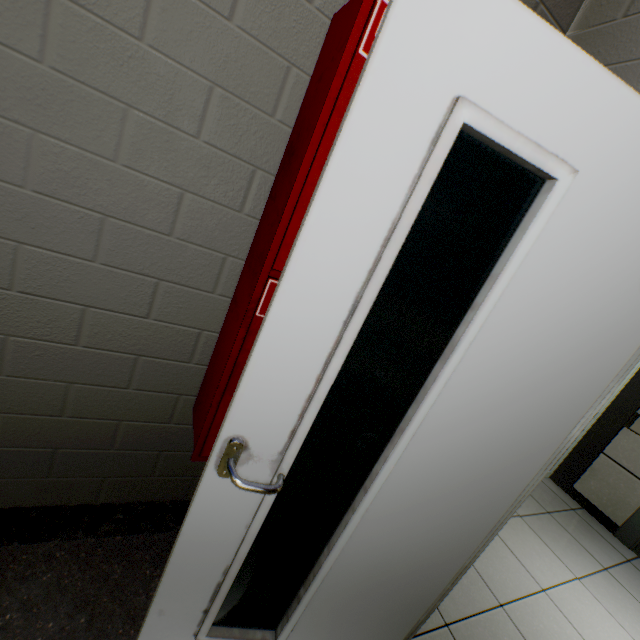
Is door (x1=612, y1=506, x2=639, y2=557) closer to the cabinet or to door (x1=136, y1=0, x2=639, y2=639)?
door (x1=136, y1=0, x2=639, y2=639)

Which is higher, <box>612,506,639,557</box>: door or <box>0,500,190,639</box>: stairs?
<box>612,506,639,557</box>: door

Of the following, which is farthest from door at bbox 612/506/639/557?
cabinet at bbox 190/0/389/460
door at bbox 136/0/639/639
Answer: cabinet at bbox 190/0/389/460

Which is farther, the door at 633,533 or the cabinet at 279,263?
the door at 633,533

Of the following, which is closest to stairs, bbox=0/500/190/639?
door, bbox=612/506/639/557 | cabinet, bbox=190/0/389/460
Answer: cabinet, bbox=190/0/389/460

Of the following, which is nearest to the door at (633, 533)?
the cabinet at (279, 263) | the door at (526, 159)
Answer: the door at (526, 159)

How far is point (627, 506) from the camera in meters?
3.2 m

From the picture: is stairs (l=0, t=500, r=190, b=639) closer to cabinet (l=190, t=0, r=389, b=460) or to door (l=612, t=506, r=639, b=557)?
cabinet (l=190, t=0, r=389, b=460)
